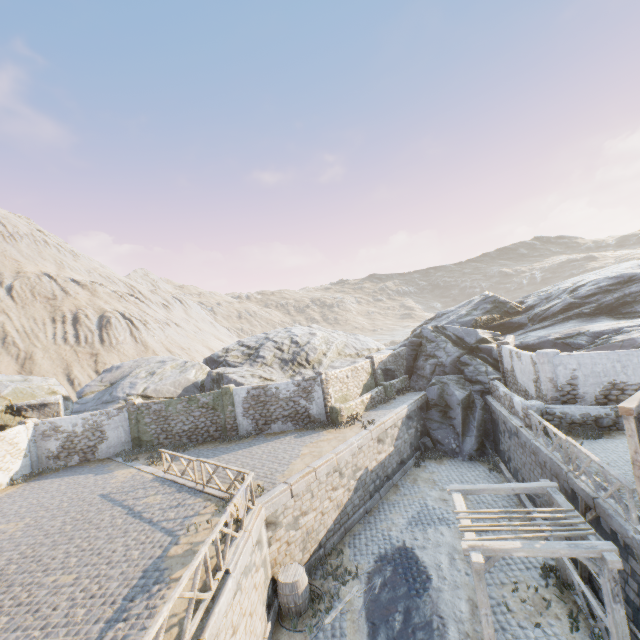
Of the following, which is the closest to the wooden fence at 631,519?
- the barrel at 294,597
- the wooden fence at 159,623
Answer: the barrel at 294,597

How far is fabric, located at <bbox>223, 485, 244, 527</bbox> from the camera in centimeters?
Result: 877cm

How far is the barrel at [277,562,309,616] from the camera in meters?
10.2

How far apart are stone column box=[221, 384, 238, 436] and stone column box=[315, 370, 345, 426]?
5.1 meters

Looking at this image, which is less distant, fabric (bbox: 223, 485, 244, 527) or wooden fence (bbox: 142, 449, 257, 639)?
wooden fence (bbox: 142, 449, 257, 639)

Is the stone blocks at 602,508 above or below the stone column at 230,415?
below

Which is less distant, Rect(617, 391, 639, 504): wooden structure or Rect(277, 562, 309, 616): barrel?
Rect(617, 391, 639, 504): wooden structure

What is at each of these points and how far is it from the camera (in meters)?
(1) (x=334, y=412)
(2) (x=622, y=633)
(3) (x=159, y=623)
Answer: (1) stone column, 18.66
(2) awning, 7.08
(3) wooden fence, 5.48
